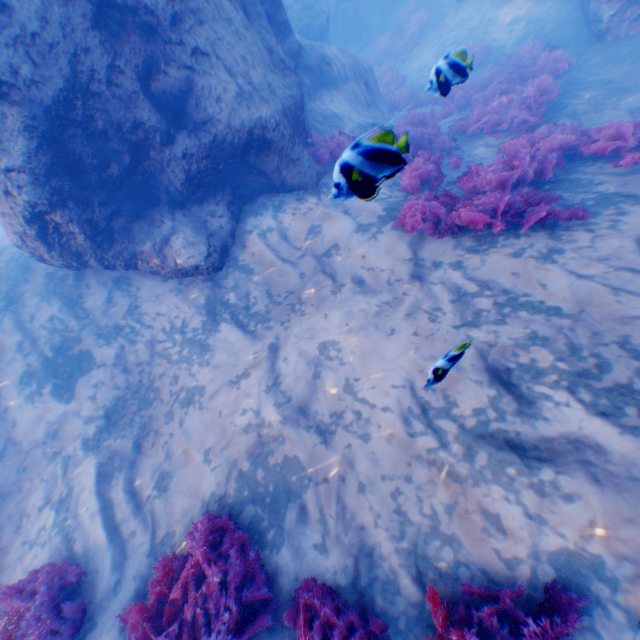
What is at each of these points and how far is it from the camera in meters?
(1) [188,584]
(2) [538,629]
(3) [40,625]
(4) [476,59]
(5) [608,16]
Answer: (1) instancedfoliageactor, 3.6 m
(2) instancedfoliageactor, 2.3 m
(3) instancedfoliageactor, 3.7 m
(4) instancedfoliageactor, 12.8 m
(5) rock, 9.1 m

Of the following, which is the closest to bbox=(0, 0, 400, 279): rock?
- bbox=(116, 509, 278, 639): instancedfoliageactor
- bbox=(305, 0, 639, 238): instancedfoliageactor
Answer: bbox=(305, 0, 639, 238): instancedfoliageactor

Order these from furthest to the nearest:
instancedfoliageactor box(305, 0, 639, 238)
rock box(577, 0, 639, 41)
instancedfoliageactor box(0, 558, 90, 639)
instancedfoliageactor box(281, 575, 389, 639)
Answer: rock box(577, 0, 639, 41) < instancedfoliageactor box(305, 0, 639, 238) < instancedfoliageactor box(0, 558, 90, 639) < instancedfoliageactor box(281, 575, 389, 639)

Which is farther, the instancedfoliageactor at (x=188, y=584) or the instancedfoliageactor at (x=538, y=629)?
the instancedfoliageactor at (x=188, y=584)

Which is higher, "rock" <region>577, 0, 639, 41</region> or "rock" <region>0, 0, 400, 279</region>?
"rock" <region>0, 0, 400, 279</region>

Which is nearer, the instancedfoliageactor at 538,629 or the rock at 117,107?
the instancedfoliageactor at 538,629

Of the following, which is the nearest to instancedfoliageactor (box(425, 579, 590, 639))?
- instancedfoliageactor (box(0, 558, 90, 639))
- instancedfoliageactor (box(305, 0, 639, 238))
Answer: instancedfoliageactor (box(0, 558, 90, 639))
